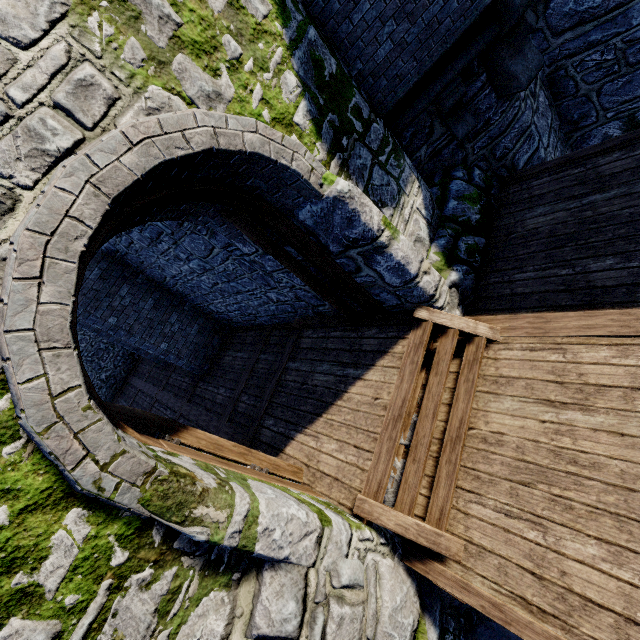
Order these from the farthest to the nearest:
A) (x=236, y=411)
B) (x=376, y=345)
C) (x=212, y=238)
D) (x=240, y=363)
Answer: (x=240, y=363) → (x=236, y=411) → (x=212, y=238) → (x=376, y=345)

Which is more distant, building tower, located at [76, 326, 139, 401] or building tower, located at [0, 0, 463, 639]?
building tower, located at [76, 326, 139, 401]

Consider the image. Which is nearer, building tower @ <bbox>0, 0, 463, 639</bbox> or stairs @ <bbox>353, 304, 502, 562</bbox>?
building tower @ <bbox>0, 0, 463, 639</bbox>

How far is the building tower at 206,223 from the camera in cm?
435

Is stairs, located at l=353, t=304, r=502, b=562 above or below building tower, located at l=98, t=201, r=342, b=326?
below

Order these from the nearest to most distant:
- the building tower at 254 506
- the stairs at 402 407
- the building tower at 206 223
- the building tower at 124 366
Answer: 1. the building tower at 254 506
2. the stairs at 402 407
3. the building tower at 206 223
4. the building tower at 124 366
